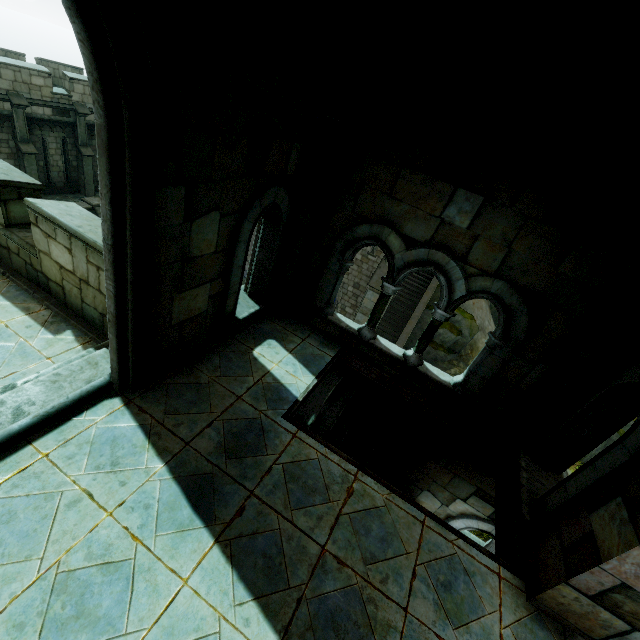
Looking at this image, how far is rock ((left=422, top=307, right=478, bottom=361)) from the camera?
22.9m

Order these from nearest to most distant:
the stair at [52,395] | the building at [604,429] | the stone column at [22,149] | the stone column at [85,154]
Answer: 1. the building at [604,429]
2. the stair at [52,395]
3. the stone column at [22,149]
4. the stone column at [85,154]

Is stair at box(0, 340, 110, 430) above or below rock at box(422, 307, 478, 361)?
above

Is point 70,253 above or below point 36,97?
above

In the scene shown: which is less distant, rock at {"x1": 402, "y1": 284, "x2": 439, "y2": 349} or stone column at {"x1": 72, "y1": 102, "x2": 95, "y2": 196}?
stone column at {"x1": 72, "y1": 102, "x2": 95, "y2": 196}

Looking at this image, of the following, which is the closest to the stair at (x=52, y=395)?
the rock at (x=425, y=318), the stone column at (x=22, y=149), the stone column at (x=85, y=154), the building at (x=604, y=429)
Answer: the building at (x=604, y=429)

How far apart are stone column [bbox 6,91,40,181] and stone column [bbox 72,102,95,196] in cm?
214
